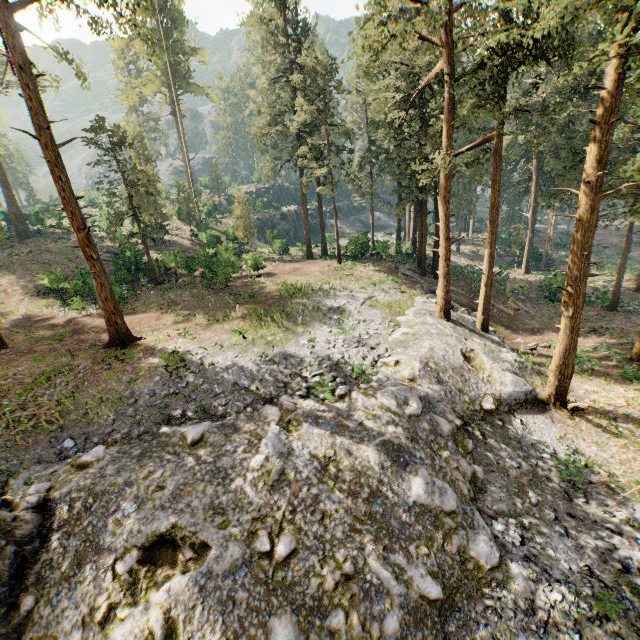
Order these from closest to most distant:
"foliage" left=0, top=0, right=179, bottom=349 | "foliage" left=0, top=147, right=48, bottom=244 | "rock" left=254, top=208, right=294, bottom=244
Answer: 1. "foliage" left=0, top=0, right=179, bottom=349
2. "foliage" left=0, top=147, right=48, bottom=244
3. "rock" left=254, top=208, right=294, bottom=244

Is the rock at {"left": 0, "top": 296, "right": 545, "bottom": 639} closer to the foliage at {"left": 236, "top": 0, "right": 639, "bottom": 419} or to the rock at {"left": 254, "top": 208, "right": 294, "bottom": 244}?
the foliage at {"left": 236, "top": 0, "right": 639, "bottom": 419}

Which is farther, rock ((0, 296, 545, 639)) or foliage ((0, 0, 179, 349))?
foliage ((0, 0, 179, 349))

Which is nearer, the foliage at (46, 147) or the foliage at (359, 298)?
the foliage at (46, 147)

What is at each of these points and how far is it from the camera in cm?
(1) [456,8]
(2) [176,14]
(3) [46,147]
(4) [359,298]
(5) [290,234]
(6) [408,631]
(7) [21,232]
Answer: (1) foliage, 1684
(2) foliage, 4191
(3) foliage, 1447
(4) foliage, 2392
(5) rock, 5900
(6) rock, 812
(7) foliage, 3866

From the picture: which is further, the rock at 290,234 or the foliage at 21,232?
the rock at 290,234
